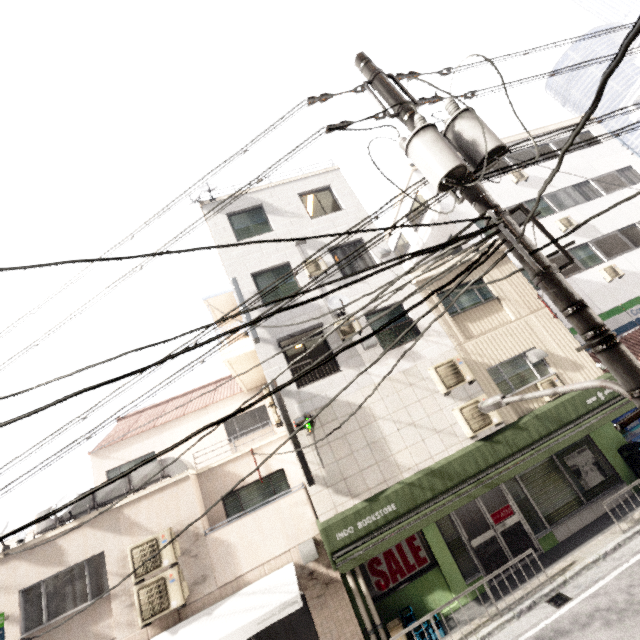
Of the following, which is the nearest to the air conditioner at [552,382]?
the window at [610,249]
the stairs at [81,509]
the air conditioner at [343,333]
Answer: the air conditioner at [343,333]

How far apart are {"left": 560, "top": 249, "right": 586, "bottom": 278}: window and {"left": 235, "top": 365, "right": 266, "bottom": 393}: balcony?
12.09m

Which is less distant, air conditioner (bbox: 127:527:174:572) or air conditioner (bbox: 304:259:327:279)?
air conditioner (bbox: 127:527:174:572)

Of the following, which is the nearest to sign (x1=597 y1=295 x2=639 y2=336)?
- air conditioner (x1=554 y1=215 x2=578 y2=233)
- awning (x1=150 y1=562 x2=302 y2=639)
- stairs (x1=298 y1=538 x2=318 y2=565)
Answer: air conditioner (x1=554 y1=215 x2=578 y2=233)

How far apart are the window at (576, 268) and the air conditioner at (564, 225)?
0.9 meters

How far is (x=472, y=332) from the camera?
10.9m

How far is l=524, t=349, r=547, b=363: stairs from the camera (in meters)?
10.20

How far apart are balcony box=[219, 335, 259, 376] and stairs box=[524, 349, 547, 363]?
9.0 meters
